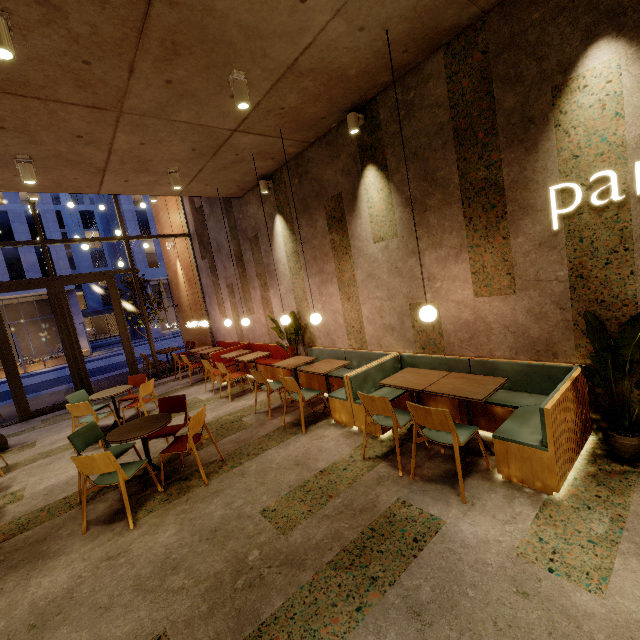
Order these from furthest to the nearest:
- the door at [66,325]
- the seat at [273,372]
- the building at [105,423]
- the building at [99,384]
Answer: the building at [99,384] < the door at [66,325] < the seat at [273,372] < the building at [105,423]

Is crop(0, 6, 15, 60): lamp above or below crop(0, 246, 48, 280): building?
below

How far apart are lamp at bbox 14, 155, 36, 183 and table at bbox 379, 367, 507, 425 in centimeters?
559cm

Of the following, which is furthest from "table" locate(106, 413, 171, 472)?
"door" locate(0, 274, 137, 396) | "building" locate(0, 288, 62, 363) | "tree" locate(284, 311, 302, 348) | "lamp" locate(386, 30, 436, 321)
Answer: "building" locate(0, 288, 62, 363)

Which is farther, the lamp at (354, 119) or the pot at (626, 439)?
the lamp at (354, 119)

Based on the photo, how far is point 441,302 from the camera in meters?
4.5

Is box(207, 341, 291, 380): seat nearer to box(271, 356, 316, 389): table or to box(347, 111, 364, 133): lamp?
box(271, 356, 316, 389): table

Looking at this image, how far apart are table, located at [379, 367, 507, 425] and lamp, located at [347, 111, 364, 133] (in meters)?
3.54
